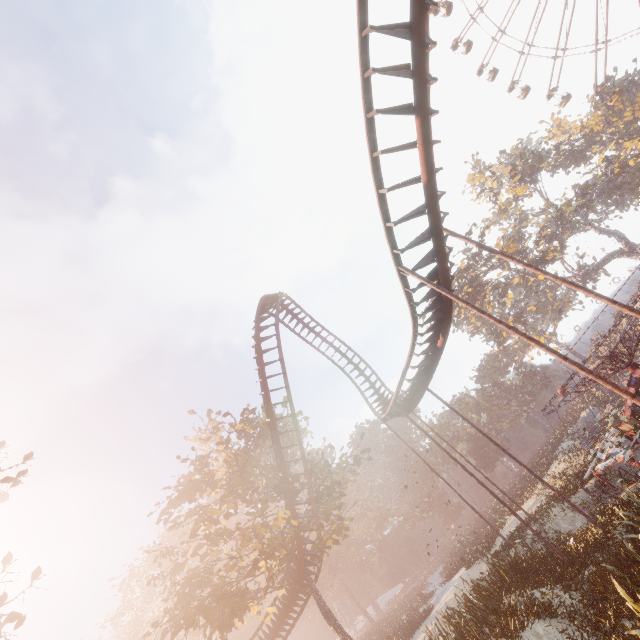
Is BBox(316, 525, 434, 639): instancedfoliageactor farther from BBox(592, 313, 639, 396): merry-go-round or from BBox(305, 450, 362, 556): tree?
BBox(305, 450, 362, 556): tree

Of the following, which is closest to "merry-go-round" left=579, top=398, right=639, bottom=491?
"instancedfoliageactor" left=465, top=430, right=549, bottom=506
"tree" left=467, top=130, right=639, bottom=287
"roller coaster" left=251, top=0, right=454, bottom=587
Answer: "roller coaster" left=251, top=0, right=454, bottom=587

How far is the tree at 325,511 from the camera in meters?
21.6

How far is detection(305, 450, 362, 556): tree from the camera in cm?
2158

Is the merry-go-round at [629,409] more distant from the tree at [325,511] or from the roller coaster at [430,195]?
the tree at [325,511]

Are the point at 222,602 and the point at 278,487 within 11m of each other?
yes

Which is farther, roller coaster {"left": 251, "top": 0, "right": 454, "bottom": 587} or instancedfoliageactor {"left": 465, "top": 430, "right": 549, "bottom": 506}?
instancedfoliageactor {"left": 465, "top": 430, "right": 549, "bottom": 506}

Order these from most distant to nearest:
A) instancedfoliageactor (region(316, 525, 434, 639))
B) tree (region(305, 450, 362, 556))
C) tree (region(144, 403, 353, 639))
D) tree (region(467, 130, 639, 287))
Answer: tree (region(467, 130, 639, 287)), instancedfoliageactor (region(316, 525, 434, 639)), tree (region(305, 450, 362, 556)), tree (region(144, 403, 353, 639))
